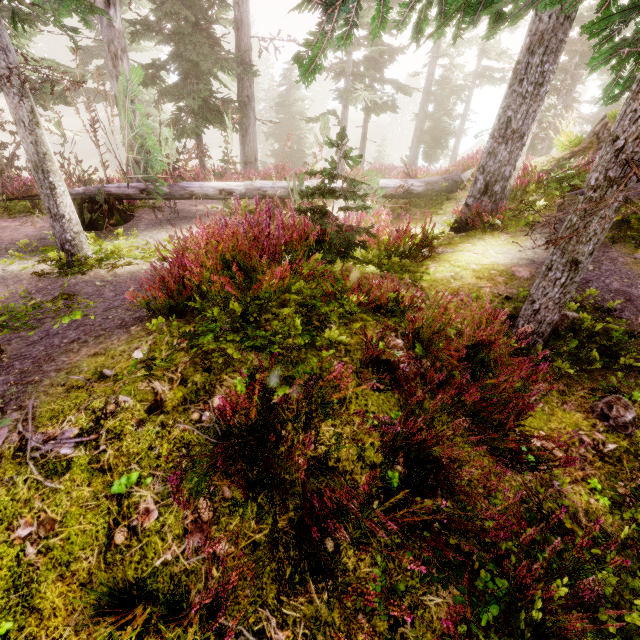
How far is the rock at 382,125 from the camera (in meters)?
57.09

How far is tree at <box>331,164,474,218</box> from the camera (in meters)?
8.11

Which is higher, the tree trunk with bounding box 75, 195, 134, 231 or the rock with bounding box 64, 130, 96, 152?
the tree trunk with bounding box 75, 195, 134, 231

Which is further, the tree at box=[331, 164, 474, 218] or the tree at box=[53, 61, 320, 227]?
the tree at box=[331, 164, 474, 218]

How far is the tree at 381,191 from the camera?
8.11m

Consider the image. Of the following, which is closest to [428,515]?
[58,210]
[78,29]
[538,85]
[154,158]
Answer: [58,210]

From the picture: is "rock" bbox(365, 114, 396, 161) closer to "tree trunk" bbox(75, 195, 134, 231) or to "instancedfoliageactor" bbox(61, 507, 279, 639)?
"instancedfoliageactor" bbox(61, 507, 279, 639)
